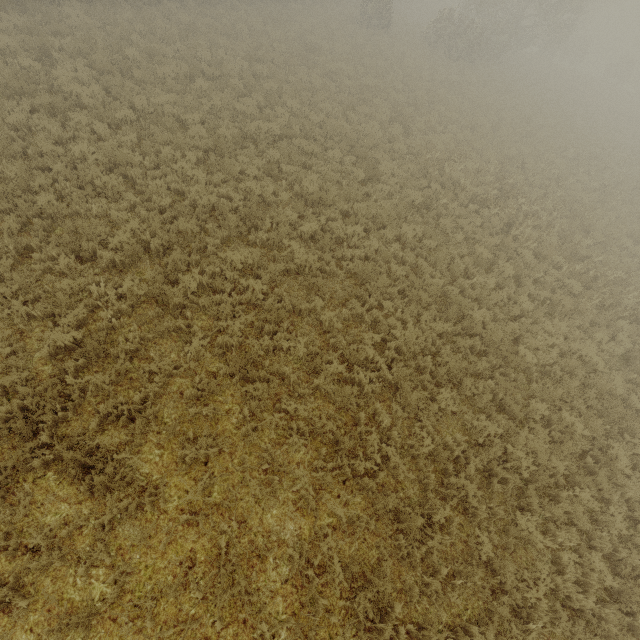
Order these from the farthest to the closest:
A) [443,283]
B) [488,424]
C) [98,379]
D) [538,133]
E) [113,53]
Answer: [538,133]
[113,53]
[443,283]
[488,424]
[98,379]
